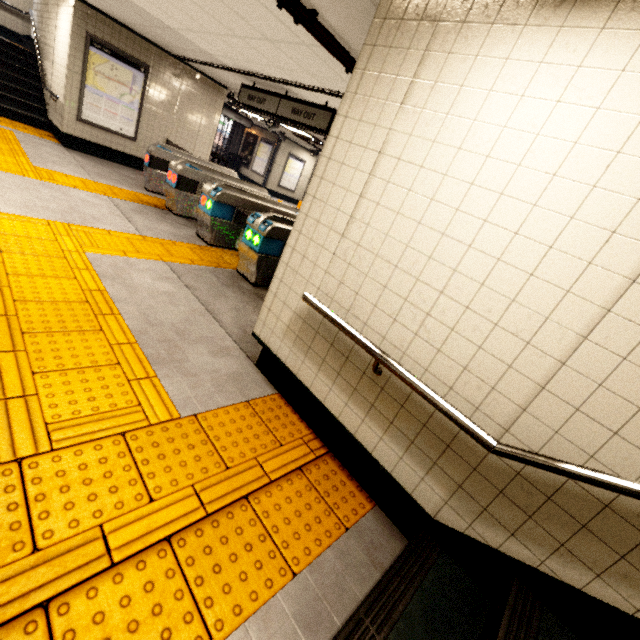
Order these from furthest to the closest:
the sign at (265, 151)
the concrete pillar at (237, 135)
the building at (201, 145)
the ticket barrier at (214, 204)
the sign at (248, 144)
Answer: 1. the concrete pillar at (237, 135)
2. the sign at (248, 144)
3. the sign at (265, 151)
4. the building at (201, 145)
5. the ticket barrier at (214, 204)

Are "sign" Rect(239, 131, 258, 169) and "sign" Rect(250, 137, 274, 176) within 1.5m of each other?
yes

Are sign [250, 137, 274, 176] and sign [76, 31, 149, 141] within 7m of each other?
no

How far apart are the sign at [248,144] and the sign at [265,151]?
0.2 meters

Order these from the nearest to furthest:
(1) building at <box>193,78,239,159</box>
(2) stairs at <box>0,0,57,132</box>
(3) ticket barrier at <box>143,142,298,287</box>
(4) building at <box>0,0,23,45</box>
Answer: (3) ticket barrier at <box>143,142,298,287</box>, (2) stairs at <box>0,0,57,132</box>, (1) building at <box>193,78,239,159</box>, (4) building at <box>0,0,23,45</box>

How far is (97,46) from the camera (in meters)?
7.14

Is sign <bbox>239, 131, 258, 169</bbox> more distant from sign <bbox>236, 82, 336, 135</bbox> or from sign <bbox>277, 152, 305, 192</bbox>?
sign <bbox>236, 82, 336, 135</bbox>

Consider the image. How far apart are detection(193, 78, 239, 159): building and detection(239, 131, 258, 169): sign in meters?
8.7 m
